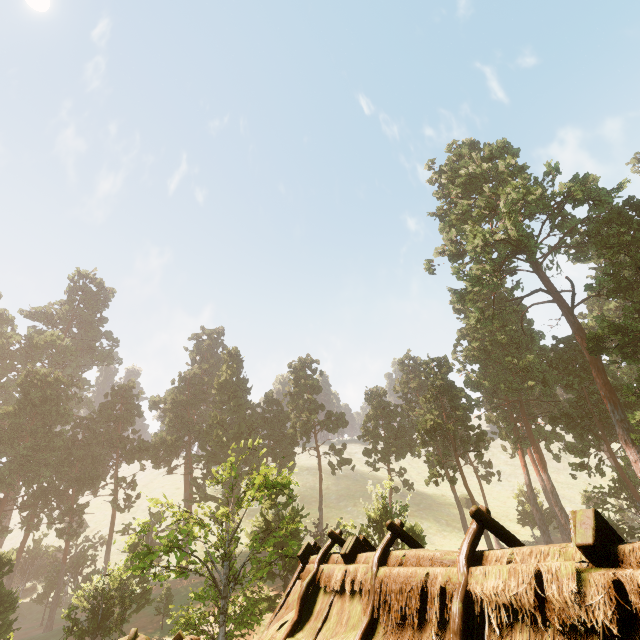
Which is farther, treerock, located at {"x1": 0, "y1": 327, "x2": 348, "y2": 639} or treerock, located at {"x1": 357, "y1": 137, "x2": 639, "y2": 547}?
treerock, located at {"x1": 357, "y1": 137, "x2": 639, "y2": 547}

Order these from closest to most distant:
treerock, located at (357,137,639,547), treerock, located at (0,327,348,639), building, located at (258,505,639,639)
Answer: building, located at (258,505,639,639) < treerock, located at (0,327,348,639) < treerock, located at (357,137,639,547)

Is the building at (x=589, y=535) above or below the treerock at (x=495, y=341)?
below

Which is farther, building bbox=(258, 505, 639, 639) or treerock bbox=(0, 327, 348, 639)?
treerock bbox=(0, 327, 348, 639)

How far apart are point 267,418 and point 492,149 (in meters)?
49.28

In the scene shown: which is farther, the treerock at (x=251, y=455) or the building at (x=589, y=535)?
the treerock at (x=251, y=455)

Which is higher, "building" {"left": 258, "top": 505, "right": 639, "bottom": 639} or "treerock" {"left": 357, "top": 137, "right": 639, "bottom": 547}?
"treerock" {"left": 357, "top": 137, "right": 639, "bottom": 547}
